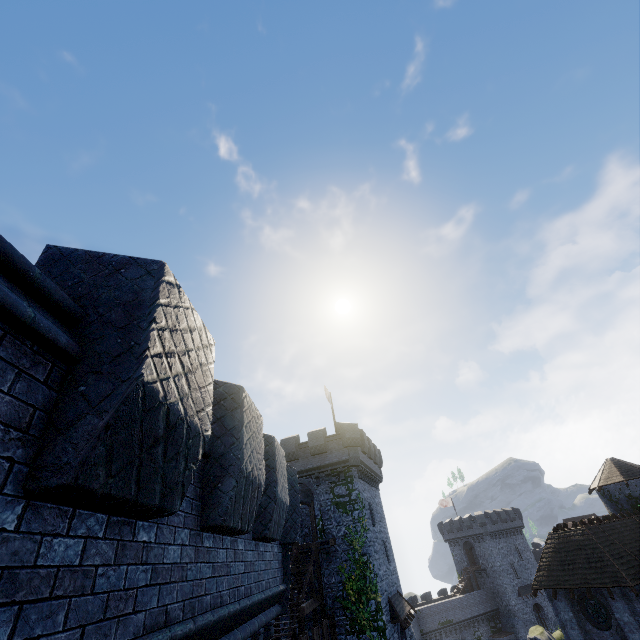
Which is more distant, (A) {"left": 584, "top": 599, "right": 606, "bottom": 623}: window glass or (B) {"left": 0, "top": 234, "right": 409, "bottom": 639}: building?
(A) {"left": 584, "top": 599, "right": 606, "bottom": 623}: window glass

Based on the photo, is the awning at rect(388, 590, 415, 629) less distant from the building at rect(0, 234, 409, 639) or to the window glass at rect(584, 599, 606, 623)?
the window glass at rect(584, 599, 606, 623)

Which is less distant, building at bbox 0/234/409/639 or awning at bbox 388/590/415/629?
building at bbox 0/234/409/639

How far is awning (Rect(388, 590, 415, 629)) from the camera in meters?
20.9

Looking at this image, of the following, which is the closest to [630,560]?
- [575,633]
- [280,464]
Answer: [575,633]

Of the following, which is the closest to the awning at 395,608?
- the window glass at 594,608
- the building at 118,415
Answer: the window glass at 594,608

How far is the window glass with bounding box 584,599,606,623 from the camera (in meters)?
21.43
